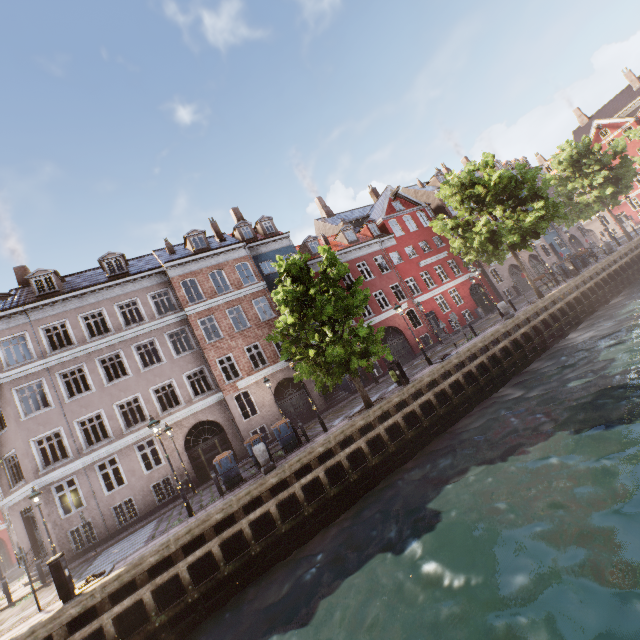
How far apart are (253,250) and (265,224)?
3.32m

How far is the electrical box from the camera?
8.9 meters

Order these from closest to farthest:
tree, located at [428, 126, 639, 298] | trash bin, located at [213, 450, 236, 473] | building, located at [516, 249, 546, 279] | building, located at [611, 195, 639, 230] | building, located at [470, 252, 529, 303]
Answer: trash bin, located at [213, 450, 236, 473], tree, located at [428, 126, 639, 298], building, located at [470, 252, 529, 303], building, located at [516, 249, 546, 279], building, located at [611, 195, 639, 230]

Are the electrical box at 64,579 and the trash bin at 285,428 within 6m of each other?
no

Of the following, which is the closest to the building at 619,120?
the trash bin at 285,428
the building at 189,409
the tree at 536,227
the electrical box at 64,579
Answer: the tree at 536,227

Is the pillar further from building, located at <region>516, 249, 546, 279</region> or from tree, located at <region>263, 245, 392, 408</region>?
building, located at <region>516, 249, 546, 279</region>

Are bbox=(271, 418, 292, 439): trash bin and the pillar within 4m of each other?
yes

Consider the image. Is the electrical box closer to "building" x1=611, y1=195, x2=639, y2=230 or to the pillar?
the pillar
